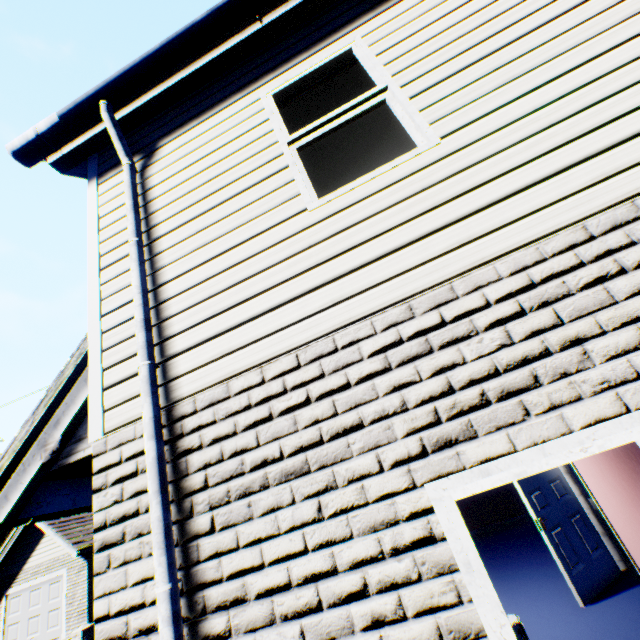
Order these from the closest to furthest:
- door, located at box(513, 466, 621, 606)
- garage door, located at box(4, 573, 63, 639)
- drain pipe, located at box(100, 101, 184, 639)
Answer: drain pipe, located at box(100, 101, 184, 639), door, located at box(513, 466, 621, 606), garage door, located at box(4, 573, 63, 639)

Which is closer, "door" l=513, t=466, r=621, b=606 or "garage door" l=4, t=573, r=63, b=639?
"door" l=513, t=466, r=621, b=606

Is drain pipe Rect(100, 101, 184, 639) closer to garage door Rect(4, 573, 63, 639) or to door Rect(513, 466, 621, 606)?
door Rect(513, 466, 621, 606)

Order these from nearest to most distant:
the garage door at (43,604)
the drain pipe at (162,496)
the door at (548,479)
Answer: the drain pipe at (162,496)
the door at (548,479)
the garage door at (43,604)

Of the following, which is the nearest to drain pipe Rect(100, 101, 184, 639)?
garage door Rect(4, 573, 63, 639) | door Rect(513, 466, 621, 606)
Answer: door Rect(513, 466, 621, 606)

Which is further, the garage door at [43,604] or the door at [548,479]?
the garage door at [43,604]

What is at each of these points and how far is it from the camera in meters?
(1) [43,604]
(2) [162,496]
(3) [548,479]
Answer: (1) garage door, 13.0 m
(2) drain pipe, 1.9 m
(3) door, 5.6 m
